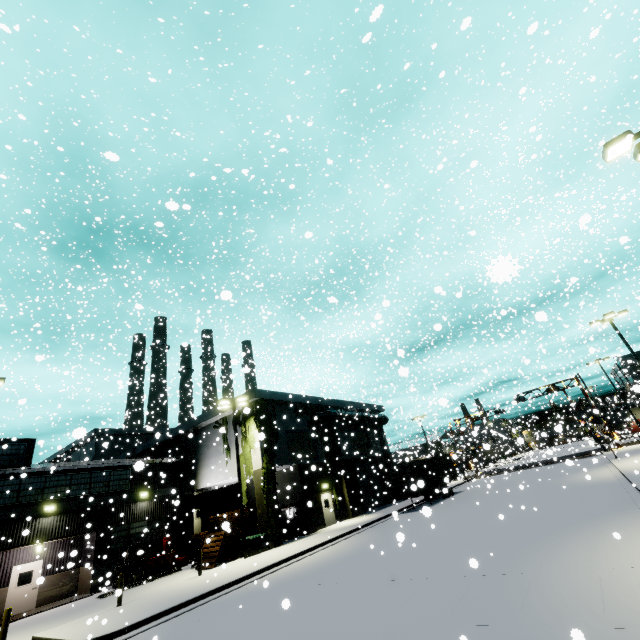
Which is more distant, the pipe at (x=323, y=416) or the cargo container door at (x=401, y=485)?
the pipe at (x=323, y=416)

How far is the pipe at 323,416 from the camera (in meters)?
30.55

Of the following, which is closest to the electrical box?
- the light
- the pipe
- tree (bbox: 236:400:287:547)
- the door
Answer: tree (bbox: 236:400:287:547)

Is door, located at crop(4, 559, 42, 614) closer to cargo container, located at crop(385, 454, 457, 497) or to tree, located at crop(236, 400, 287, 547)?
tree, located at crop(236, 400, 287, 547)

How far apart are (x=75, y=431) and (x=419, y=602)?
8.86m

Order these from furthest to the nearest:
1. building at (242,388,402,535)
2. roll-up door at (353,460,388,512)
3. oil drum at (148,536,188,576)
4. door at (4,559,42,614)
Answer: roll-up door at (353,460,388,512)
building at (242,388,402,535)
oil drum at (148,536,188,576)
door at (4,559,42,614)

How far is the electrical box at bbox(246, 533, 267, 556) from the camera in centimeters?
1998cm

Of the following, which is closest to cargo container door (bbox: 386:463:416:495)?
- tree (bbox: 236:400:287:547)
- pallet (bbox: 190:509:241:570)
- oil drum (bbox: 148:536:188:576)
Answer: tree (bbox: 236:400:287:547)
